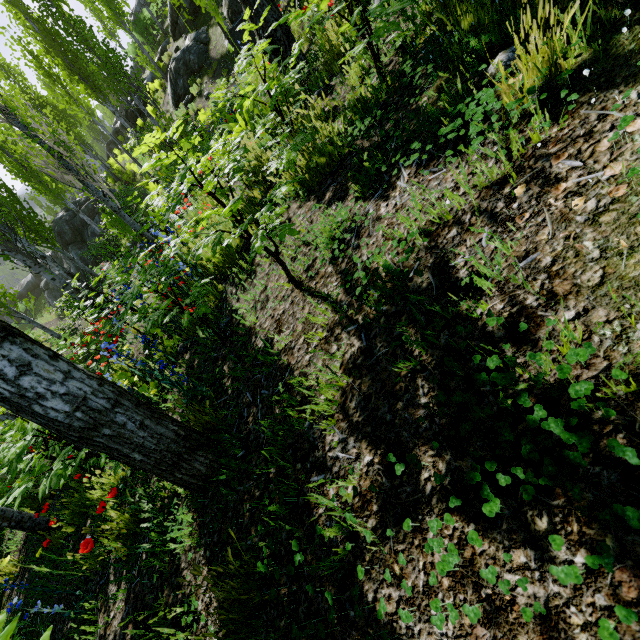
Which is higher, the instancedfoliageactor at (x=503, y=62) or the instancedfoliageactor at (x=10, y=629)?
the instancedfoliageactor at (x=503, y=62)

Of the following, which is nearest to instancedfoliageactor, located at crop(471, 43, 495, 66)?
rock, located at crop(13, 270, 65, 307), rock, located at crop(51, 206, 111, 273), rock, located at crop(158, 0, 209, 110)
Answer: rock, located at crop(158, 0, 209, 110)

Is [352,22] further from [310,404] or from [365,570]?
[365,570]

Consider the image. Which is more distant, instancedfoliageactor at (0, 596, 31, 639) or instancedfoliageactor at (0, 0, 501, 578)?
instancedfoliageactor at (0, 0, 501, 578)

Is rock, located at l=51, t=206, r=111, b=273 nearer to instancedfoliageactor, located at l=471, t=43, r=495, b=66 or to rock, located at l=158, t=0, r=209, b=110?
instancedfoliageactor, located at l=471, t=43, r=495, b=66

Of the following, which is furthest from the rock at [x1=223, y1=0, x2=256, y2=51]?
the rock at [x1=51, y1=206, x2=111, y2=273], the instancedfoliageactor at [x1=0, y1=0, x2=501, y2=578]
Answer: the rock at [x1=51, y1=206, x2=111, y2=273]

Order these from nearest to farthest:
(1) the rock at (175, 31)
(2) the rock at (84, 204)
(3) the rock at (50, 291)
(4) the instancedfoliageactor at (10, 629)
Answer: (4) the instancedfoliageactor at (10, 629), (1) the rock at (175, 31), (2) the rock at (84, 204), (3) the rock at (50, 291)
